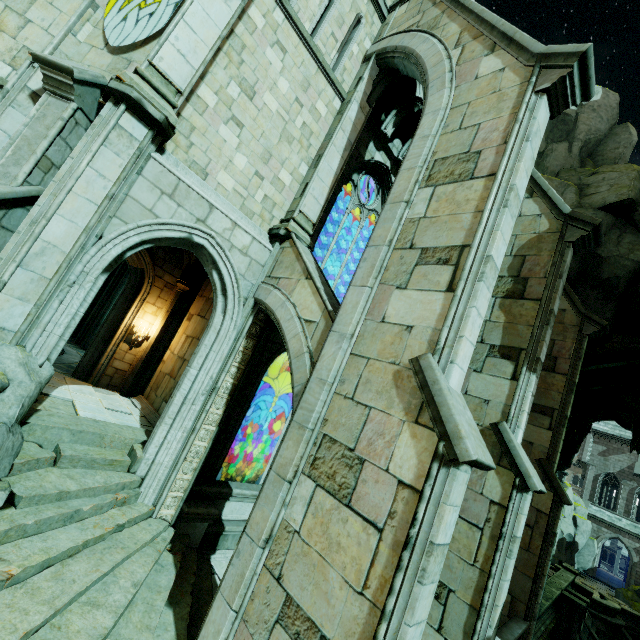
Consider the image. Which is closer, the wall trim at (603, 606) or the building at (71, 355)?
the building at (71, 355)

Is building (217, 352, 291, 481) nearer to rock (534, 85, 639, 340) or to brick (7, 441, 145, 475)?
rock (534, 85, 639, 340)

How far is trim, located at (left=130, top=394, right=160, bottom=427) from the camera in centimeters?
961cm

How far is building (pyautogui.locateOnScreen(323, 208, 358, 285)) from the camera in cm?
1380

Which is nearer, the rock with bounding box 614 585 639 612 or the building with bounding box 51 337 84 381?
the building with bounding box 51 337 84 381

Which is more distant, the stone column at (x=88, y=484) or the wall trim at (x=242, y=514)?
the wall trim at (x=242, y=514)

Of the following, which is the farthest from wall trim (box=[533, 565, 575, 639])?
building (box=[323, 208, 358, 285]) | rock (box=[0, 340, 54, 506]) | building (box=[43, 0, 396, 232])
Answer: building (box=[43, 0, 396, 232])

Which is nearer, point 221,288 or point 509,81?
point 509,81
